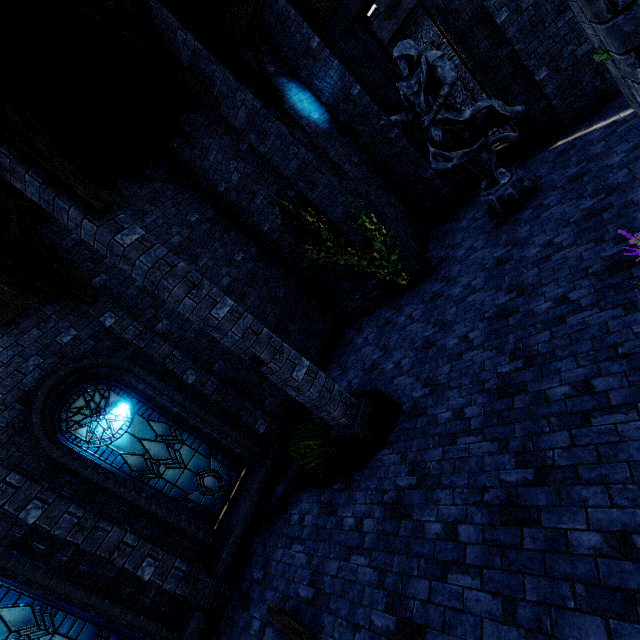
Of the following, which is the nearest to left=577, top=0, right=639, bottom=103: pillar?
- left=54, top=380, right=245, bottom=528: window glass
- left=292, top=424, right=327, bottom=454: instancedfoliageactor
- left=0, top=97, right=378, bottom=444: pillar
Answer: left=0, top=97, right=378, bottom=444: pillar

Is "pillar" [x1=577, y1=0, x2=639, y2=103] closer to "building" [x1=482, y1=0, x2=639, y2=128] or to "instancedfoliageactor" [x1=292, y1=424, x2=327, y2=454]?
"building" [x1=482, y1=0, x2=639, y2=128]

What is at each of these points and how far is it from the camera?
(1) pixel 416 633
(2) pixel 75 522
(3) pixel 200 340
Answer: (1) wooden beam, 3.10m
(2) building, 4.95m
(3) building, 7.38m

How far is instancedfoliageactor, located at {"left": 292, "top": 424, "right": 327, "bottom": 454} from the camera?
5.8m

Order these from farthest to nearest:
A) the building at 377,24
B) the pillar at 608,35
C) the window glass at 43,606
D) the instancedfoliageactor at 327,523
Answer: the building at 377,24
the instancedfoliageactor at 327,523
the window glass at 43,606
the pillar at 608,35

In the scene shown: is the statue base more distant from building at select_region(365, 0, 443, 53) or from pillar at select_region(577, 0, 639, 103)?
building at select_region(365, 0, 443, 53)

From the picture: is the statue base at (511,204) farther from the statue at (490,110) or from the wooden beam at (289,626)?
the wooden beam at (289,626)

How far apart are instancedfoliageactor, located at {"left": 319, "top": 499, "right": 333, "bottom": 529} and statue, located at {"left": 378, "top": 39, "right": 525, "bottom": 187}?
6.9m
